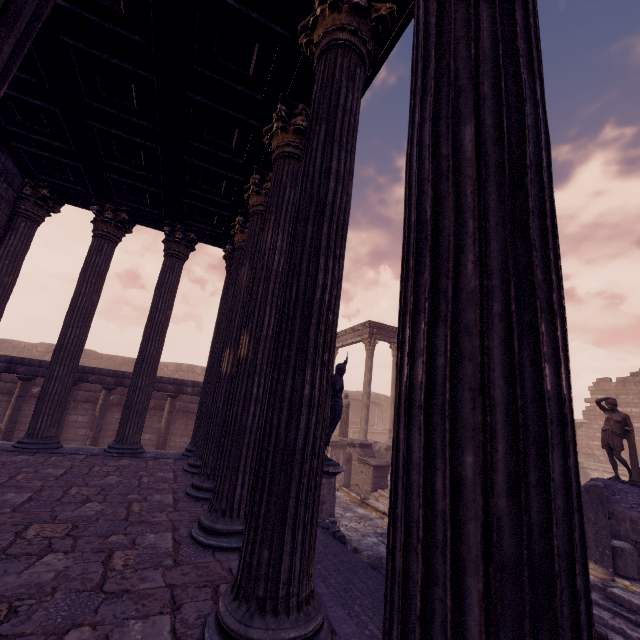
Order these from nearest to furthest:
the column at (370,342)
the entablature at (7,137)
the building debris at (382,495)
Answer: the entablature at (7,137)
the building debris at (382,495)
the column at (370,342)

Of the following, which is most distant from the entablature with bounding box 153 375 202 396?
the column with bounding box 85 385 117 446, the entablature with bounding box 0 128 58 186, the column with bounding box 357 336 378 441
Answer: the column with bounding box 357 336 378 441

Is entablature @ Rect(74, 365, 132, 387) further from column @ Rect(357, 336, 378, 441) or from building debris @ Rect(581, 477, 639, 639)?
column @ Rect(357, 336, 378, 441)

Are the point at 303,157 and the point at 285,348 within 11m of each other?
yes

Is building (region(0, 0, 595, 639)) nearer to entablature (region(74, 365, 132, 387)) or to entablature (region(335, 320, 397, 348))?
entablature (region(74, 365, 132, 387))

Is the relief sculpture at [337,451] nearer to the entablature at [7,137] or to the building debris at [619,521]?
the building debris at [619,521]

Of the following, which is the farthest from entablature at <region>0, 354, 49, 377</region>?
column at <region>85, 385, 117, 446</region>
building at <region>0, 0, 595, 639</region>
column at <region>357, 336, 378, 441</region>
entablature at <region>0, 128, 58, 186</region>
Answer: column at <region>357, 336, 378, 441</region>

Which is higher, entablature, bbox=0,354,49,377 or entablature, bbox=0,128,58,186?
entablature, bbox=0,128,58,186
